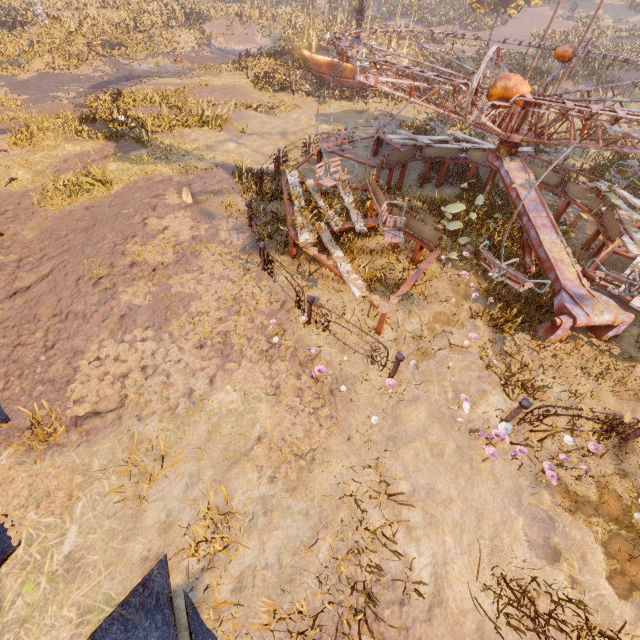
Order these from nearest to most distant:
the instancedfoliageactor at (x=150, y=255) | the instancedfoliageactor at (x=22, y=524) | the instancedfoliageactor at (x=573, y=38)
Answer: the instancedfoliageactor at (x=22, y=524) < the instancedfoliageactor at (x=150, y=255) < the instancedfoliageactor at (x=573, y=38)

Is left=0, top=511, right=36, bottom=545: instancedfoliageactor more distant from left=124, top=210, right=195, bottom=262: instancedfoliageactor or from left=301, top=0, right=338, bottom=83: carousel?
left=301, top=0, right=338, bottom=83: carousel

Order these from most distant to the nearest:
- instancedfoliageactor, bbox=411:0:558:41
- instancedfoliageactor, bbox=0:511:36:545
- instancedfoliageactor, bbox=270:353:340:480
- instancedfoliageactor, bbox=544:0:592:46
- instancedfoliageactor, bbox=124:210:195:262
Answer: instancedfoliageactor, bbox=544:0:592:46 → instancedfoliageactor, bbox=411:0:558:41 → instancedfoliageactor, bbox=124:210:195:262 → instancedfoliageactor, bbox=270:353:340:480 → instancedfoliageactor, bbox=0:511:36:545

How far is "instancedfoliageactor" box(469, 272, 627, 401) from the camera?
5.9 meters

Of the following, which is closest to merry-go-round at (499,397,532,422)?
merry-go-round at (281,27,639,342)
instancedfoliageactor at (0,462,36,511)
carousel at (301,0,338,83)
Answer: merry-go-round at (281,27,639,342)

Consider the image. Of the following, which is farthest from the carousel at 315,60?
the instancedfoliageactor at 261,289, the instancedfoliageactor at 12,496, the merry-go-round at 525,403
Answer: the instancedfoliageactor at 12,496

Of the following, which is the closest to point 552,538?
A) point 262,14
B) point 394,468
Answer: point 394,468

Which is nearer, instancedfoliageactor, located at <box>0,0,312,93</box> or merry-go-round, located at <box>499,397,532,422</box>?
merry-go-round, located at <box>499,397,532,422</box>
